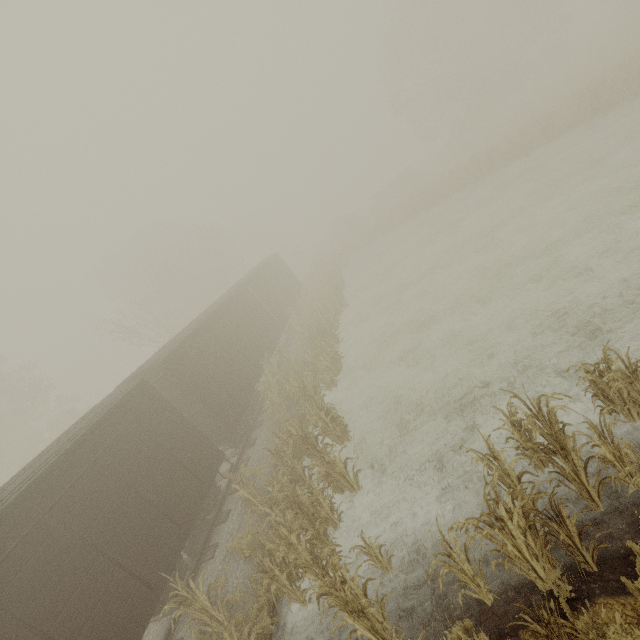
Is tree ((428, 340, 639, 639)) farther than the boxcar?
No

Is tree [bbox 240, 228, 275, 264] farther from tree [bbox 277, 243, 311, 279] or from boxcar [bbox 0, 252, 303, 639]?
boxcar [bbox 0, 252, 303, 639]

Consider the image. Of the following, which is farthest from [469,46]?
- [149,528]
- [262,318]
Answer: [149,528]

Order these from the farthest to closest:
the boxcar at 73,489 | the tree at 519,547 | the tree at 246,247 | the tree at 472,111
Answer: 1. the tree at 246,247
2. the tree at 472,111
3. the boxcar at 73,489
4. the tree at 519,547

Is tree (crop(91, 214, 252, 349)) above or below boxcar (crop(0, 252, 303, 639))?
above

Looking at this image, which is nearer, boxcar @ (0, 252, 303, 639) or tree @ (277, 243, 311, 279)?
boxcar @ (0, 252, 303, 639)

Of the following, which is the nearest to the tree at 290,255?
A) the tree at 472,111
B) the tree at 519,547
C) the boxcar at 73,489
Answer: the tree at 472,111

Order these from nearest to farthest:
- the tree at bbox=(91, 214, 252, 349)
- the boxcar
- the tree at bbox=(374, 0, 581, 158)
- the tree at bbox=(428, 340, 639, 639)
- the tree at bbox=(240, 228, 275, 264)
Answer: the tree at bbox=(428, 340, 639, 639) → the boxcar → the tree at bbox=(91, 214, 252, 349) → the tree at bbox=(374, 0, 581, 158) → the tree at bbox=(240, 228, 275, 264)
